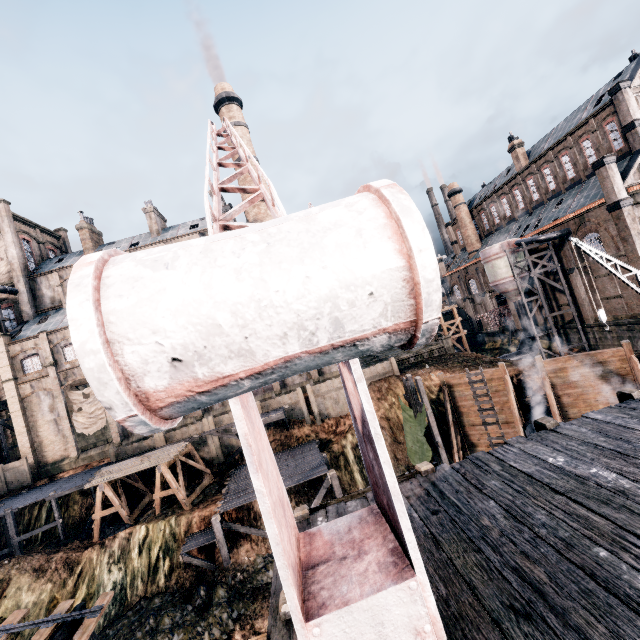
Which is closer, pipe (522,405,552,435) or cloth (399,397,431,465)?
pipe (522,405,552,435)

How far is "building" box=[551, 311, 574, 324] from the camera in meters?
40.2 m

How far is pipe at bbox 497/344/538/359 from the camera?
44.4 meters

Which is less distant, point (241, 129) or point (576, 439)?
point (576, 439)

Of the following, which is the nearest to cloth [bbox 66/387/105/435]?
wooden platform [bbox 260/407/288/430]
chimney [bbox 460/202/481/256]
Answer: wooden platform [bbox 260/407/288/430]

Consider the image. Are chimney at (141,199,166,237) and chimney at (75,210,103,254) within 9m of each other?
yes

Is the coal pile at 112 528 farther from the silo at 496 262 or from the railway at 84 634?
the silo at 496 262

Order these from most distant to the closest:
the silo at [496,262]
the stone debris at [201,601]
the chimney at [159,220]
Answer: the chimney at [159,220]
the silo at [496,262]
the stone debris at [201,601]
